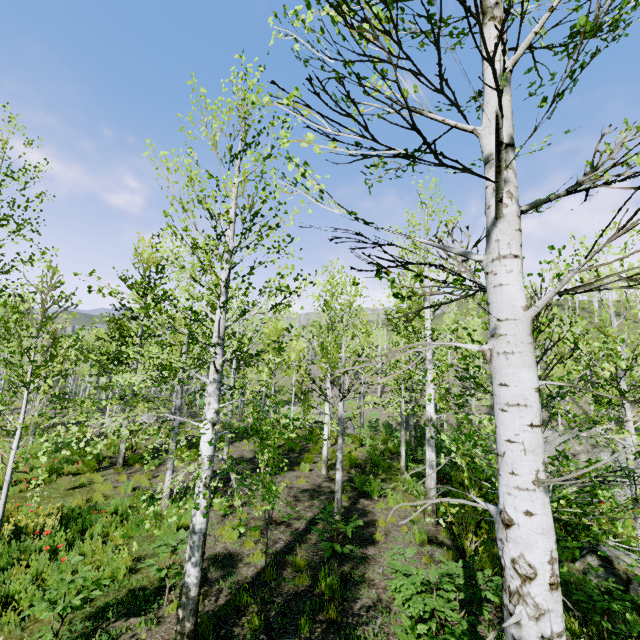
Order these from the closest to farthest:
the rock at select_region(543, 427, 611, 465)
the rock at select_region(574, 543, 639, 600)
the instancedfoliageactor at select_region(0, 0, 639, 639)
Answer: the instancedfoliageactor at select_region(0, 0, 639, 639)
the rock at select_region(574, 543, 639, 600)
the rock at select_region(543, 427, 611, 465)

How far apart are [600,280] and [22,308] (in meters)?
8.43

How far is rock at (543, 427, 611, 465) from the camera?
13.7m

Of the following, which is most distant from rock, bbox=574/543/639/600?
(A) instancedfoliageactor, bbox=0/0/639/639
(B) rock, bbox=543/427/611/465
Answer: (B) rock, bbox=543/427/611/465

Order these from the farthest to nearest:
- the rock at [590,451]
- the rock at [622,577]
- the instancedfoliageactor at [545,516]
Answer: the rock at [590,451] → the rock at [622,577] → the instancedfoliageactor at [545,516]

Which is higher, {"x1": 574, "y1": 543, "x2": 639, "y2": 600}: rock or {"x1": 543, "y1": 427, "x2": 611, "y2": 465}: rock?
{"x1": 543, "y1": 427, "x2": 611, "y2": 465}: rock

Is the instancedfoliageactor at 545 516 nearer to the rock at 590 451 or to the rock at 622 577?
the rock at 622 577
